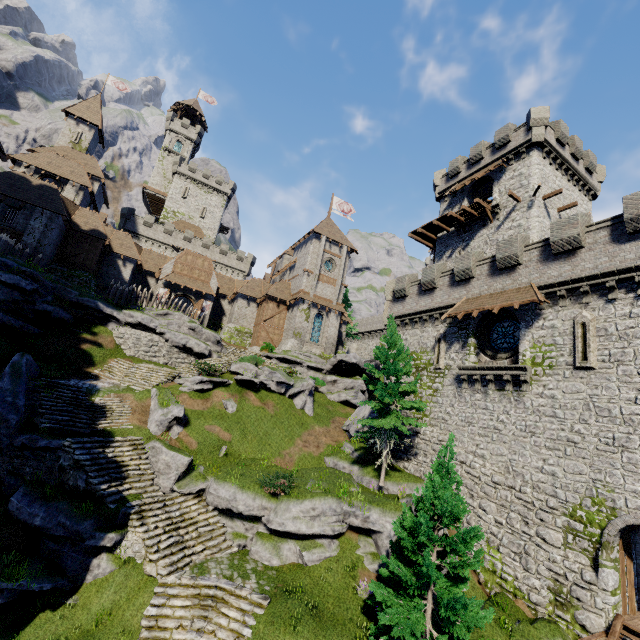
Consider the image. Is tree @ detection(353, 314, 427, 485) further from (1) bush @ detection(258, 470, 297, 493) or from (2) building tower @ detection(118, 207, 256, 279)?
(2) building tower @ detection(118, 207, 256, 279)

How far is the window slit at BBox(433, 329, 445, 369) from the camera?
22.0 meters

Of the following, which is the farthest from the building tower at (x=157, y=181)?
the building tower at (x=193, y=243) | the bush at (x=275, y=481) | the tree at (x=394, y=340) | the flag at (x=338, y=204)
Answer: the bush at (x=275, y=481)

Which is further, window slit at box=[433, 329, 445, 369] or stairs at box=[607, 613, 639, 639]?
window slit at box=[433, 329, 445, 369]

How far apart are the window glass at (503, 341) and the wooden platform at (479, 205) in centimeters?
1310cm

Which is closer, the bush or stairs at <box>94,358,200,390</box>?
the bush

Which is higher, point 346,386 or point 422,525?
point 346,386

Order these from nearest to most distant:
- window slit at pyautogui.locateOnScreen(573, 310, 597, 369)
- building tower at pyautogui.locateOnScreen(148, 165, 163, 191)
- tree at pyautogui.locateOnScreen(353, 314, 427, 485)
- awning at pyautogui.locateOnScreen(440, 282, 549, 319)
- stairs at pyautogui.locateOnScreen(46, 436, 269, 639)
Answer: stairs at pyautogui.locateOnScreen(46, 436, 269, 639), window slit at pyautogui.locateOnScreen(573, 310, 597, 369), awning at pyautogui.locateOnScreen(440, 282, 549, 319), tree at pyautogui.locateOnScreen(353, 314, 427, 485), building tower at pyautogui.locateOnScreen(148, 165, 163, 191)
